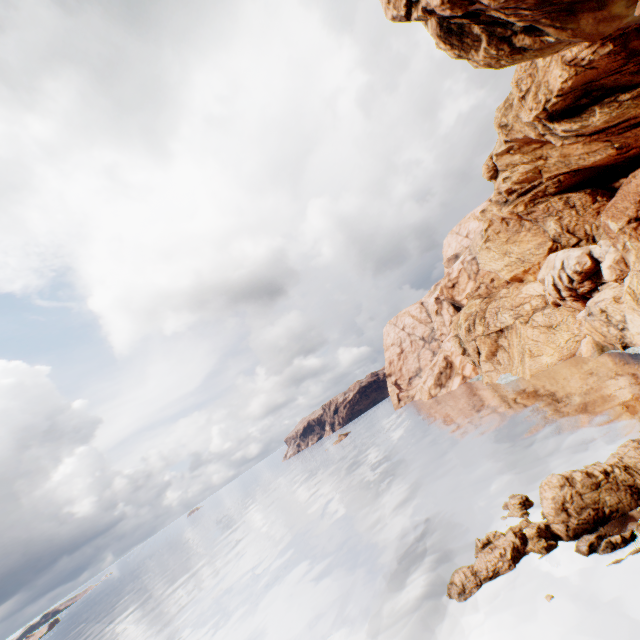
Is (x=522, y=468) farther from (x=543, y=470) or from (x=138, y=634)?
(x=138, y=634)

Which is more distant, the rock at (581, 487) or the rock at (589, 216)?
the rock at (581, 487)

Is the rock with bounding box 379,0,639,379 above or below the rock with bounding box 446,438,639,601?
above

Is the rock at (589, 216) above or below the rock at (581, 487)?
above

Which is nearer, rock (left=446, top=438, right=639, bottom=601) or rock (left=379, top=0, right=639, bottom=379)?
rock (left=379, top=0, right=639, bottom=379)
